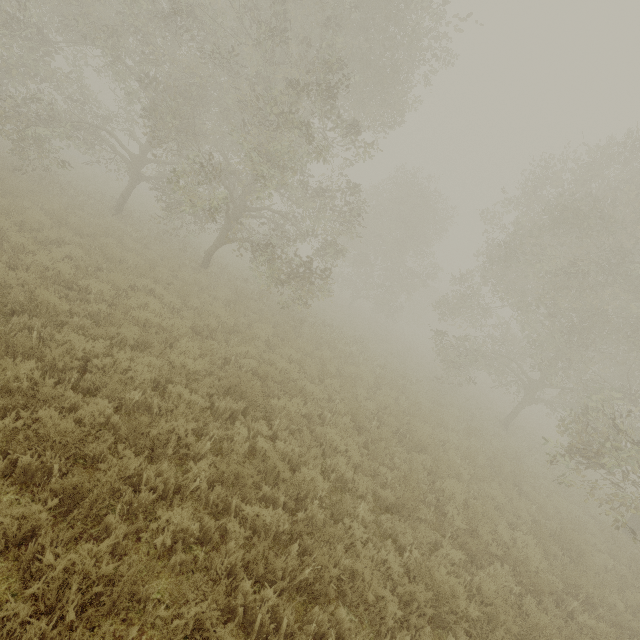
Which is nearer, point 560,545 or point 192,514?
point 192,514
